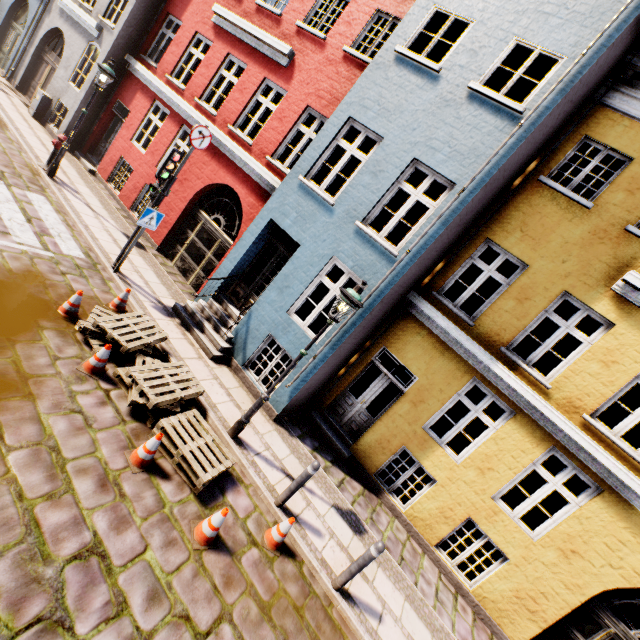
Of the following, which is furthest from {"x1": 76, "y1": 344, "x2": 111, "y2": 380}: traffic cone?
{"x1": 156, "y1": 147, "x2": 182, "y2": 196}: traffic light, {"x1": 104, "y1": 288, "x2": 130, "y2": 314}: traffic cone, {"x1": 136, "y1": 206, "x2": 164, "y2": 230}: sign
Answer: {"x1": 156, "y1": 147, "x2": 182, "y2": 196}: traffic light

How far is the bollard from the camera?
4.8m

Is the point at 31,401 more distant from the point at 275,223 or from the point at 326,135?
the point at 326,135

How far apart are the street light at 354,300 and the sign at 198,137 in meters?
5.1

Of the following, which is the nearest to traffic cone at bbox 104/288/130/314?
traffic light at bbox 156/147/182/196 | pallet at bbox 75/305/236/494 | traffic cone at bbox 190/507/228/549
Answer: pallet at bbox 75/305/236/494

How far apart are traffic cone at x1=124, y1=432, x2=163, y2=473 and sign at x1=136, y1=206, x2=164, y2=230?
5.2m

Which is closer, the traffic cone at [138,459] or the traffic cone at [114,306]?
the traffic cone at [138,459]

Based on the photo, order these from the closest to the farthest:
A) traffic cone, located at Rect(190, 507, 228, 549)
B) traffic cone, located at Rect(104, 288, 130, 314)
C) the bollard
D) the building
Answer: traffic cone, located at Rect(190, 507, 228, 549) < the bollard < the building < traffic cone, located at Rect(104, 288, 130, 314)
